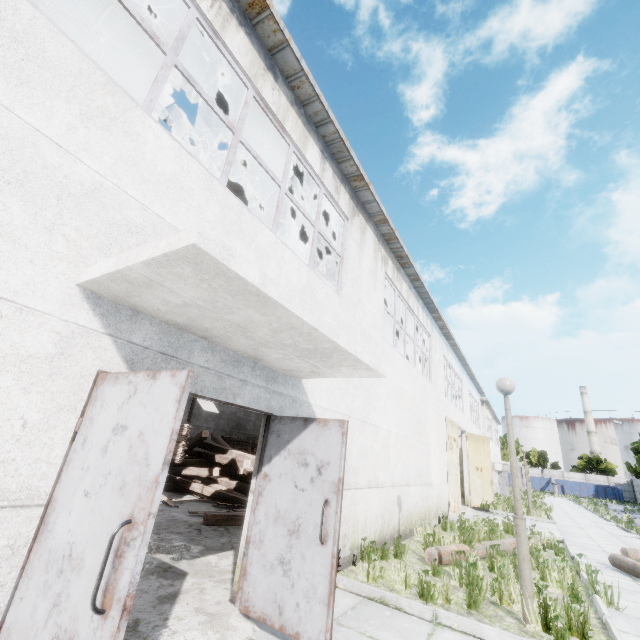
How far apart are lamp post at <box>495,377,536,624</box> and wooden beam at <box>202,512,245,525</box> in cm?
482

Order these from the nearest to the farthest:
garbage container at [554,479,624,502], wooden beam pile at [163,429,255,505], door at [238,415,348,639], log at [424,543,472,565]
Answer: door at [238,415,348,639]
log at [424,543,472,565]
wooden beam pile at [163,429,255,505]
garbage container at [554,479,624,502]

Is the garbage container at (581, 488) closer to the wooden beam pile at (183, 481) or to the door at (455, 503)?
the door at (455, 503)

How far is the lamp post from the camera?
4.48m

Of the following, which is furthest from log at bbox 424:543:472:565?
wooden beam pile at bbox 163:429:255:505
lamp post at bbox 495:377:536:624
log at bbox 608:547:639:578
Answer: wooden beam pile at bbox 163:429:255:505

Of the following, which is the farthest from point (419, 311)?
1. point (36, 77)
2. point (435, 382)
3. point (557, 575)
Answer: point (36, 77)

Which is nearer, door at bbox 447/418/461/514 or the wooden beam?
the wooden beam

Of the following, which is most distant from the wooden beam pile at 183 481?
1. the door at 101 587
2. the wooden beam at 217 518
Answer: the door at 101 587
